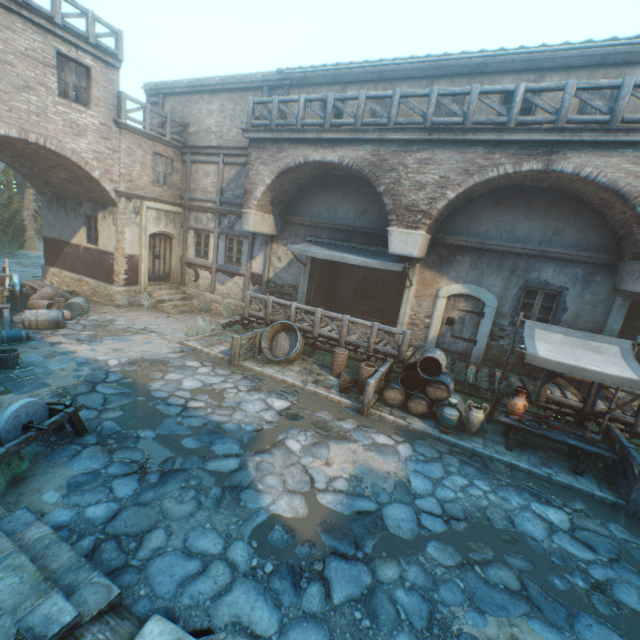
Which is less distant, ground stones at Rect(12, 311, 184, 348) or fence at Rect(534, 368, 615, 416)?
fence at Rect(534, 368, 615, 416)

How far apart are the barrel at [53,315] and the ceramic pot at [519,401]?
13.6m

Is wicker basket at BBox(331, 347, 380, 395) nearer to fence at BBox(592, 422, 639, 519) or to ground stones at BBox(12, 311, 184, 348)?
ground stones at BBox(12, 311, 184, 348)

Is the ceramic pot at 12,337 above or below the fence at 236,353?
below

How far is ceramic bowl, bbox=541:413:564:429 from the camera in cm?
738

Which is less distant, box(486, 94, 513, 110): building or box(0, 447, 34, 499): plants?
box(0, 447, 34, 499): plants

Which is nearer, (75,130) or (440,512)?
(440,512)

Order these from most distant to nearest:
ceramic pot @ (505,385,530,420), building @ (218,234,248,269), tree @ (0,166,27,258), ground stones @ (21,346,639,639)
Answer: tree @ (0,166,27,258) → building @ (218,234,248,269) → ceramic pot @ (505,385,530,420) → ground stones @ (21,346,639,639)
